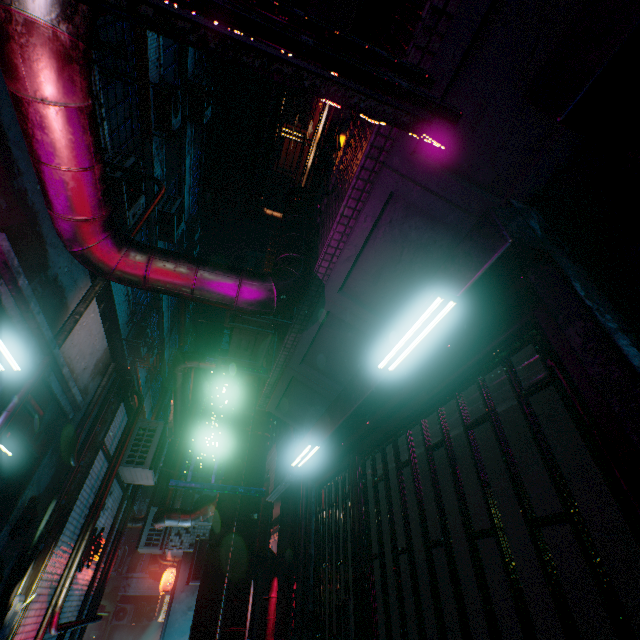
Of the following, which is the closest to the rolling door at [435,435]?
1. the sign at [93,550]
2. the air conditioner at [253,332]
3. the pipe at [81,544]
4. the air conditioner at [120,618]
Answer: the air conditioner at [253,332]

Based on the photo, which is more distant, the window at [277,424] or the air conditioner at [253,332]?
the window at [277,424]

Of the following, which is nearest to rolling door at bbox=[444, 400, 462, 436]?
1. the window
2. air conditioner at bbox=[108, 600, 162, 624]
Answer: the window

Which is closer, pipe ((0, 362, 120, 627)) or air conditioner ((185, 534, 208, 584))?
pipe ((0, 362, 120, 627))

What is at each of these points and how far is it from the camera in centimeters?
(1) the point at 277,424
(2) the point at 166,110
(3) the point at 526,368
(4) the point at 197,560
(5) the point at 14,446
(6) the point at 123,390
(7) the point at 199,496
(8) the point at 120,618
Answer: (1) window, 673cm
(2) air conditioner, 745cm
(3) rolling door, 157cm
(4) air conditioner, 734cm
(5) fluorescent light, 285cm
(6) air duct, 473cm
(7) air conditioner, 827cm
(8) air conditioner, 1573cm

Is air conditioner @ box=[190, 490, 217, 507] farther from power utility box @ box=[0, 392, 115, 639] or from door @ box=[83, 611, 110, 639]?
door @ box=[83, 611, 110, 639]

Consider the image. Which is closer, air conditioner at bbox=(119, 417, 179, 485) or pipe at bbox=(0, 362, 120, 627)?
pipe at bbox=(0, 362, 120, 627)

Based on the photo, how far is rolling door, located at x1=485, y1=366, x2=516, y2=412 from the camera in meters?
1.6
